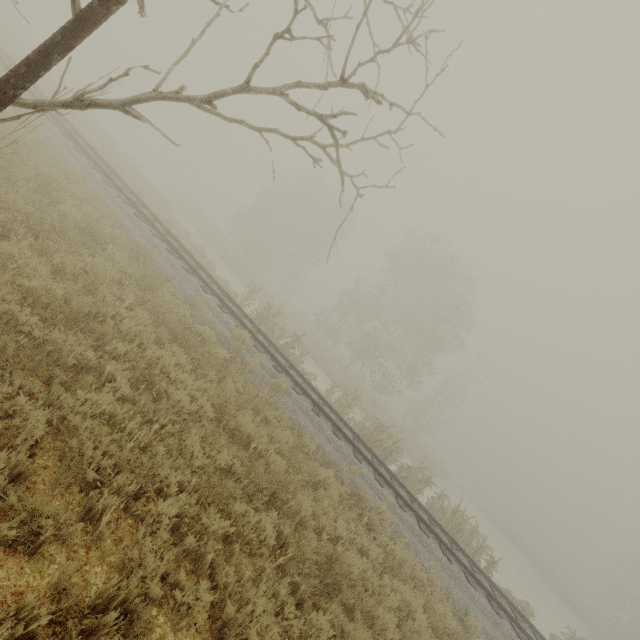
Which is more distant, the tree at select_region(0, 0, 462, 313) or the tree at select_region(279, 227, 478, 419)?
the tree at select_region(279, 227, 478, 419)

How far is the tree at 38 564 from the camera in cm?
265

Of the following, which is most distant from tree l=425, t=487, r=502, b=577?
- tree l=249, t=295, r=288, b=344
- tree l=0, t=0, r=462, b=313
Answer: tree l=0, t=0, r=462, b=313

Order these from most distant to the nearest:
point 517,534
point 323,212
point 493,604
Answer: point 517,534 < point 323,212 < point 493,604

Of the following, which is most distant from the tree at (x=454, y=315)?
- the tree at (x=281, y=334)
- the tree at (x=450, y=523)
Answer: the tree at (x=450, y=523)

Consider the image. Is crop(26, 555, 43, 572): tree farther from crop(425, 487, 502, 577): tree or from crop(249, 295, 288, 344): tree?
crop(425, 487, 502, 577): tree
